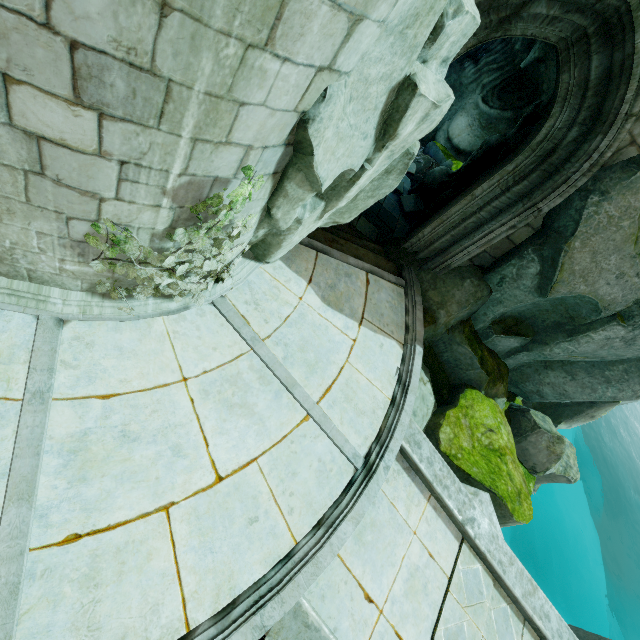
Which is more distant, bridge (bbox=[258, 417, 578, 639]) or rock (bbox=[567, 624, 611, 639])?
rock (bbox=[567, 624, 611, 639])

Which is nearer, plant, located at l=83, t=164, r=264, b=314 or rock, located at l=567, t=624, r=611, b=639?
plant, located at l=83, t=164, r=264, b=314

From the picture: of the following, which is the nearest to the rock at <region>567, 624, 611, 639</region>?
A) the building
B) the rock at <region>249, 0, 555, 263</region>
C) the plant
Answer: the rock at <region>249, 0, 555, 263</region>

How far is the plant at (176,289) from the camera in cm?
312

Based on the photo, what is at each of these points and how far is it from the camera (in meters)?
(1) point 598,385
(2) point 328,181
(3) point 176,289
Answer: (1) rock, 8.80
(2) rock, 3.74
(3) plant, 4.30

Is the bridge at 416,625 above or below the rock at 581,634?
above

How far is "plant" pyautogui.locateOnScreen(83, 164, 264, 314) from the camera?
3.1m

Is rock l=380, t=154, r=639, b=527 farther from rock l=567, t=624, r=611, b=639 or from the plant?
rock l=567, t=624, r=611, b=639
